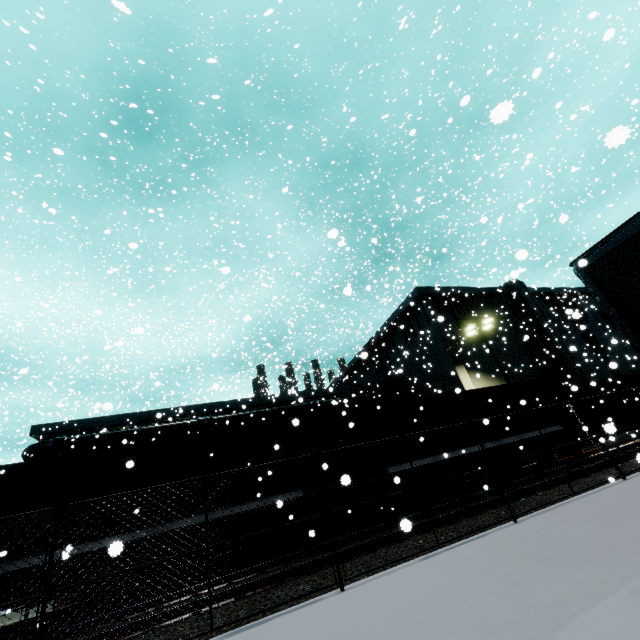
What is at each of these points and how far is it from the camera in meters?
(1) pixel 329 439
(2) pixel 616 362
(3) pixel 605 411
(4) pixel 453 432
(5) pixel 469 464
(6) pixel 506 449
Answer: (1) cargo container door, 13.5
(2) building, 32.8
(3) building, 29.2
(4) cargo container, 13.9
(5) flatcar, 13.1
(6) flatcar, 14.1

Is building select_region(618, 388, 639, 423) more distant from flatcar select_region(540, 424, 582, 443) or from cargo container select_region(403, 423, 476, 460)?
flatcar select_region(540, 424, 582, 443)

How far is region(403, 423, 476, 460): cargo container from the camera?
12.88m

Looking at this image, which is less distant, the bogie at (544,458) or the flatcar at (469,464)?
the flatcar at (469,464)

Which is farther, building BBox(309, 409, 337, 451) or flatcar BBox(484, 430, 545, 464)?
building BBox(309, 409, 337, 451)

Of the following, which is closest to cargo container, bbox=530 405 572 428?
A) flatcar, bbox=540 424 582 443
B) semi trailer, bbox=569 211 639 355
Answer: flatcar, bbox=540 424 582 443

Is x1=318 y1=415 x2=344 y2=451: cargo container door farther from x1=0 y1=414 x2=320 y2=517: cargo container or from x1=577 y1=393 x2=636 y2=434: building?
x1=577 y1=393 x2=636 y2=434: building

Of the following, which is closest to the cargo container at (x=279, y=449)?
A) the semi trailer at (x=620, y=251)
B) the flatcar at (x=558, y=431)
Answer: the flatcar at (x=558, y=431)
